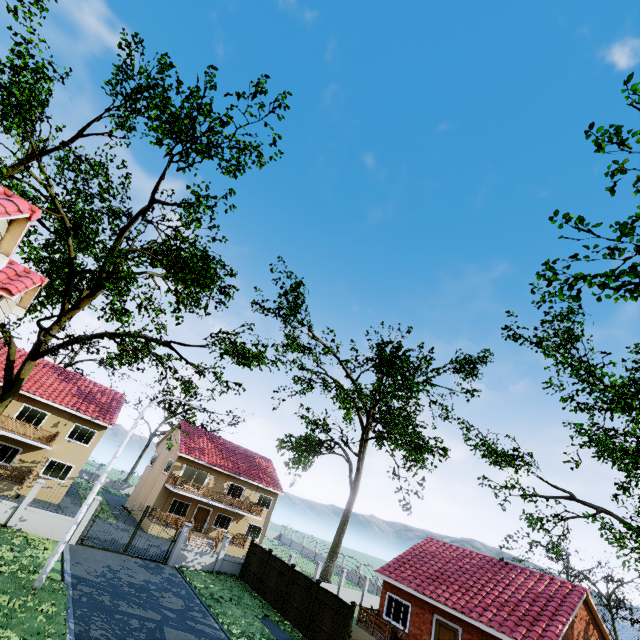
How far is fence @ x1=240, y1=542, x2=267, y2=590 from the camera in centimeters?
2283cm

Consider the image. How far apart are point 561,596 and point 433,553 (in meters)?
7.94

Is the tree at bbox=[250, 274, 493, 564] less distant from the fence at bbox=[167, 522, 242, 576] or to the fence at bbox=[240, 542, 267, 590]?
the fence at bbox=[167, 522, 242, 576]

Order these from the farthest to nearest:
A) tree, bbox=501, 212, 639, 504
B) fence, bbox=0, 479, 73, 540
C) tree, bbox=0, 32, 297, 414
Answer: fence, bbox=0, 479, 73, 540
tree, bbox=0, 32, 297, 414
tree, bbox=501, 212, 639, 504

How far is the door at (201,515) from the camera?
32.2m

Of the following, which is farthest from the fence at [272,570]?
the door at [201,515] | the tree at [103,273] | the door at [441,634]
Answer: the door at [201,515]

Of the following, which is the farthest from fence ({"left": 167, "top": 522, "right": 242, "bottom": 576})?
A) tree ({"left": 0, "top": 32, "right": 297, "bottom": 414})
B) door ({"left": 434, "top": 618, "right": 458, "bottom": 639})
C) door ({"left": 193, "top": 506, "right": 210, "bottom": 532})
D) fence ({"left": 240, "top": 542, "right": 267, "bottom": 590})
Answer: door ({"left": 193, "top": 506, "right": 210, "bottom": 532})

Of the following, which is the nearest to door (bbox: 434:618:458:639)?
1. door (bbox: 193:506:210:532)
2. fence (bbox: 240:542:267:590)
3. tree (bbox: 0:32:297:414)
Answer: tree (bbox: 0:32:297:414)
